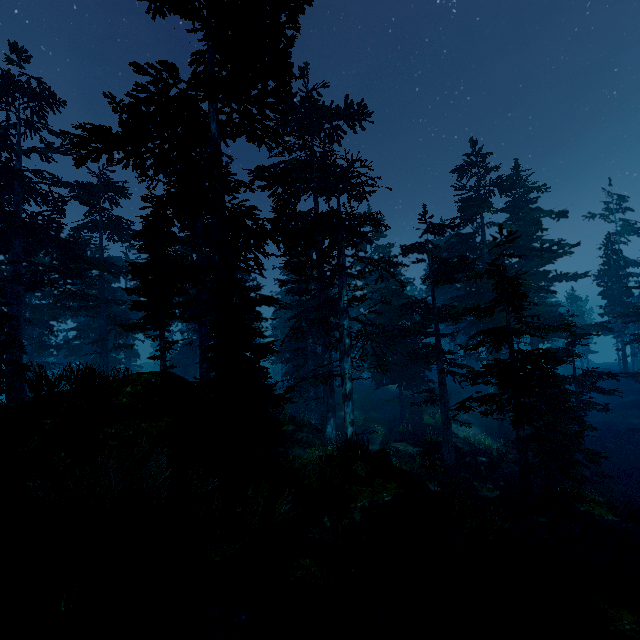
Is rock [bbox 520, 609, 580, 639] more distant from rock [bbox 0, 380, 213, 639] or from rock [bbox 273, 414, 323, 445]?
rock [bbox 273, 414, 323, 445]

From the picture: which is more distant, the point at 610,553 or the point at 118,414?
the point at 610,553

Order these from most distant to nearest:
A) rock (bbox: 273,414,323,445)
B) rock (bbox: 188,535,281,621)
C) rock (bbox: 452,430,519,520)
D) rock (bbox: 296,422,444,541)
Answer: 1. rock (bbox: 273,414,323,445)
2. rock (bbox: 452,430,519,520)
3. rock (bbox: 296,422,444,541)
4. rock (bbox: 188,535,281,621)

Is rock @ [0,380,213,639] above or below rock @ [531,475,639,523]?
above

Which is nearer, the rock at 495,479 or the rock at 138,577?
the rock at 138,577

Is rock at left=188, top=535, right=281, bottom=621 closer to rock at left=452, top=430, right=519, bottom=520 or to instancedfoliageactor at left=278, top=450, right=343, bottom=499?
instancedfoliageactor at left=278, top=450, right=343, bottom=499

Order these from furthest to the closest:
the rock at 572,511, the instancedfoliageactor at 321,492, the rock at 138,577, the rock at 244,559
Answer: the rock at 572,511 → the instancedfoliageactor at 321,492 → the rock at 244,559 → the rock at 138,577
